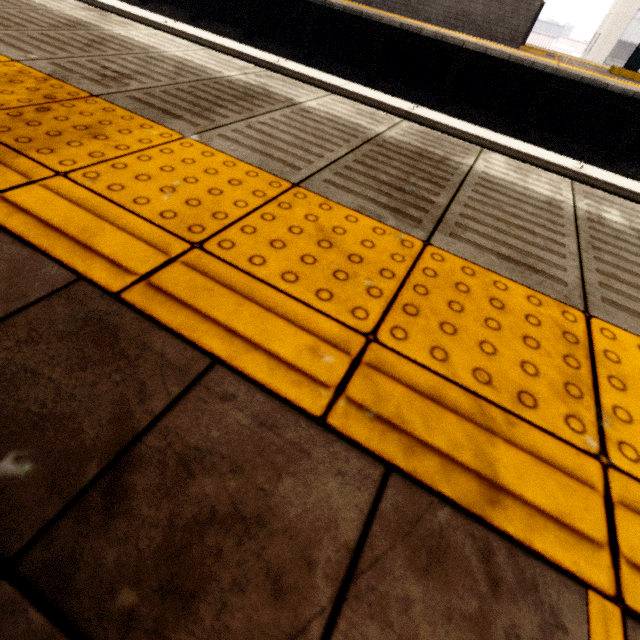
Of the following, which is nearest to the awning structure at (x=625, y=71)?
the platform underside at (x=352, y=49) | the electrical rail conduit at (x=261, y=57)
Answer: the platform underside at (x=352, y=49)

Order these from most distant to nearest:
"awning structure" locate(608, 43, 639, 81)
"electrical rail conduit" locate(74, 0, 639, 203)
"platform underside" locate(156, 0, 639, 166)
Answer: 1. "awning structure" locate(608, 43, 639, 81)
2. "platform underside" locate(156, 0, 639, 166)
3. "electrical rail conduit" locate(74, 0, 639, 203)

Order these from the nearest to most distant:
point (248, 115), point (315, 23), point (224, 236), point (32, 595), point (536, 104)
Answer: point (32, 595), point (224, 236), point (248, 115), point (536, 104), point (315, 23)

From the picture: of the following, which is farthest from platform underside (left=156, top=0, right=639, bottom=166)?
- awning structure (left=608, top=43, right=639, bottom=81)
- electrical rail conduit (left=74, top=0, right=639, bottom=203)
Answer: electrical rail conduit (left=74, top=0, right=639, bottom=203)

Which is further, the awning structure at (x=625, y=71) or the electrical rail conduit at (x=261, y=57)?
the awning structure at (x=625, y=71)

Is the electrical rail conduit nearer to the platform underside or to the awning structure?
the platform underside
